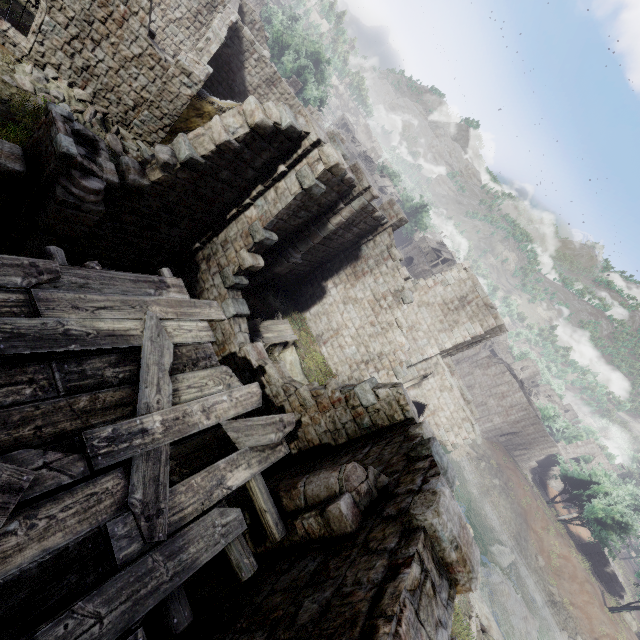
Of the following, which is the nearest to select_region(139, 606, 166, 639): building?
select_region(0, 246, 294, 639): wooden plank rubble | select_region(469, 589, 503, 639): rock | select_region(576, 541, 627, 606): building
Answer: select_region(0, 246, 294, 639): wooden plank rubble

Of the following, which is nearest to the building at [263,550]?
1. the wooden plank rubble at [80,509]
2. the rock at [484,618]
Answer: the wooden plank rubble at [80,509]

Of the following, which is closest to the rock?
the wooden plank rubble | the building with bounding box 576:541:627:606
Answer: the building with bounding box 576:541:627:606

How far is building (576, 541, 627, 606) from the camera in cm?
4294

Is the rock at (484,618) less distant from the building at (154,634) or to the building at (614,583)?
the building at (614,583)

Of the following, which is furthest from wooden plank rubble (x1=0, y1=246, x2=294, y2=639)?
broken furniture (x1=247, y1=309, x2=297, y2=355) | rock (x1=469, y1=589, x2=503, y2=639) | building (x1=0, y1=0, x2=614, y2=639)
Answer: rock (x1=469, y1=589, x2=503, y2=639)

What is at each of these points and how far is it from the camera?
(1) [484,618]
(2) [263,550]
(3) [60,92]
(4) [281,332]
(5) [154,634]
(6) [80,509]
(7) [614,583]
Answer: (1) rock, 18.7m
(2) building, 4.5m
(3) rubble, 13.5m
(4) broken furniture, 16.4m
(5) building, 3.6m
(6) wooden plank rubble, 2.6m
(7) building, 43.8m

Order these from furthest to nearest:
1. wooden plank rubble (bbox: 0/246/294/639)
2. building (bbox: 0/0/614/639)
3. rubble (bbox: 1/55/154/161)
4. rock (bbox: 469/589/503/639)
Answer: rock (bbox: 469/589/503/639)
rubble (bbox: 1/55/154/161)
building (bbox: 0/0/614/639)
wooden plank rubble (bbox: 0/246/294/639)
